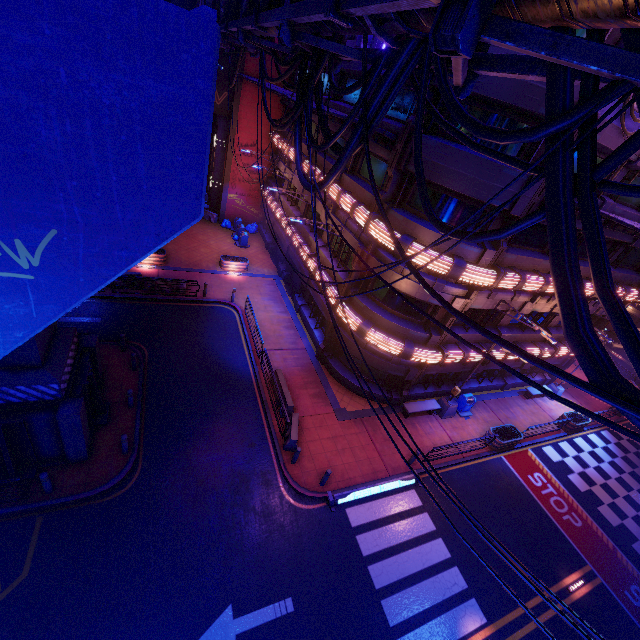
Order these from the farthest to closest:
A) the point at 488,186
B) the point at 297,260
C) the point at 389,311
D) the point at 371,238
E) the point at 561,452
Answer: the point at 297,260 → the point at 561,452 → the point at 389,311 → the point at 371,238 → the point at 488,186

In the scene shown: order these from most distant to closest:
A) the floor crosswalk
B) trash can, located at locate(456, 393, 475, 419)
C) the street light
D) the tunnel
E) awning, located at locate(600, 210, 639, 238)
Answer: the tunnel → trash can, located at locate(456, 393, 475, 419) → the street light → the floor crosswalk → awning, located at locate(600, 210, 639, 238)

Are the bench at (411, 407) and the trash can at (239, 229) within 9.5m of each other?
no

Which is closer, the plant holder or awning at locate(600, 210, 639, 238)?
awning at locate(600, 210, 639, 238)

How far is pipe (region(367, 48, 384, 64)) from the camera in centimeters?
553cm

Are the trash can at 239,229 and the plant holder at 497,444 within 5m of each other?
no

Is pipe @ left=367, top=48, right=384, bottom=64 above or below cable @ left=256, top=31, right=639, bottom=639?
above

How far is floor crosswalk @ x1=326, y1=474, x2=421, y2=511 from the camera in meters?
13.4 m
